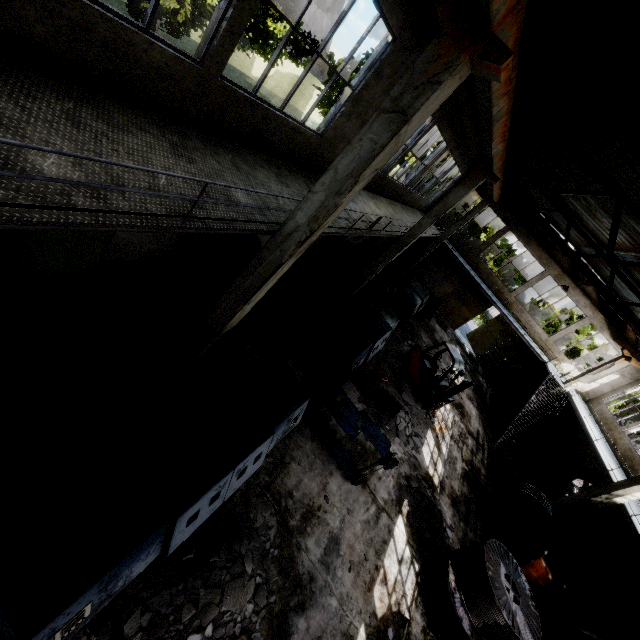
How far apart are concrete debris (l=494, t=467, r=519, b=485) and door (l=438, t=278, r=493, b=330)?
11.34m

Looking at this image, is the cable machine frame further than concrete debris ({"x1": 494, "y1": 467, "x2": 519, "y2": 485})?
No

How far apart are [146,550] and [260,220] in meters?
4.9

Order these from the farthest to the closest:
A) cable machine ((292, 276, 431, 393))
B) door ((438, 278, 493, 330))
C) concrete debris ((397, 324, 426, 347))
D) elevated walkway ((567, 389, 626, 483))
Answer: door ((438, 278, 493, 330)) → concrete debris ((397, 324, 426, 347)) → elevated walkway ((567, 389, 626, 483)) → cable machine ((292, 276, 431, 393))

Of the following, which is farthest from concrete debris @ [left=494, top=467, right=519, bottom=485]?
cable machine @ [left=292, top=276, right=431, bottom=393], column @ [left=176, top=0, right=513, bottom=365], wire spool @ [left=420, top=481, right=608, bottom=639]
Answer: column @ [left=176, top=0, right=513, bottom=365]

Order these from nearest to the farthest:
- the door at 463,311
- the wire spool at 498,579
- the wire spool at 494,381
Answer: the wire spool at 498,579 < the wire spool at 494,381 < the door at 463,311

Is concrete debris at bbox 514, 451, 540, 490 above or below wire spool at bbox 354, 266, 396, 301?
below

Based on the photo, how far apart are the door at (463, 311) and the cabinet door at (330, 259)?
13.19m
